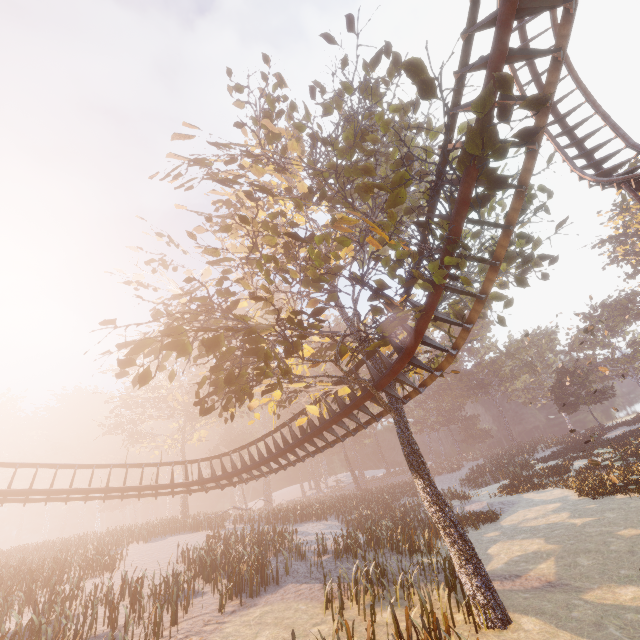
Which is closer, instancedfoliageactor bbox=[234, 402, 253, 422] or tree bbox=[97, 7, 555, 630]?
tree bbox=[97, 7, 555, 630]

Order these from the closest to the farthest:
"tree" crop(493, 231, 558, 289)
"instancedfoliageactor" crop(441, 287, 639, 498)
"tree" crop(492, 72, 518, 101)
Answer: "tree" crop(492, 72, 518, 101), "tree" crop(493, 231, 558, 289), "instancedfoliageactor" crop(441, 287, 639, 498)

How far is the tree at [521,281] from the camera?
9.2 meters

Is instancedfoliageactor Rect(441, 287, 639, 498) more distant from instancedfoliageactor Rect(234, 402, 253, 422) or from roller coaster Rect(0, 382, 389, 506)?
roller coaster Rect(0, 382, 389, 506)

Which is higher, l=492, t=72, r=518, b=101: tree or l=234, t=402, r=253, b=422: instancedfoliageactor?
l=234, t=402, r=253, b=422: instancedfoliageactor

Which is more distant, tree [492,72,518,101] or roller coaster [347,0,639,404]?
roller coaster [347,0,639,404]

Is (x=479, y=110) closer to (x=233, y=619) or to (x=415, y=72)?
(x=415, y=72)
